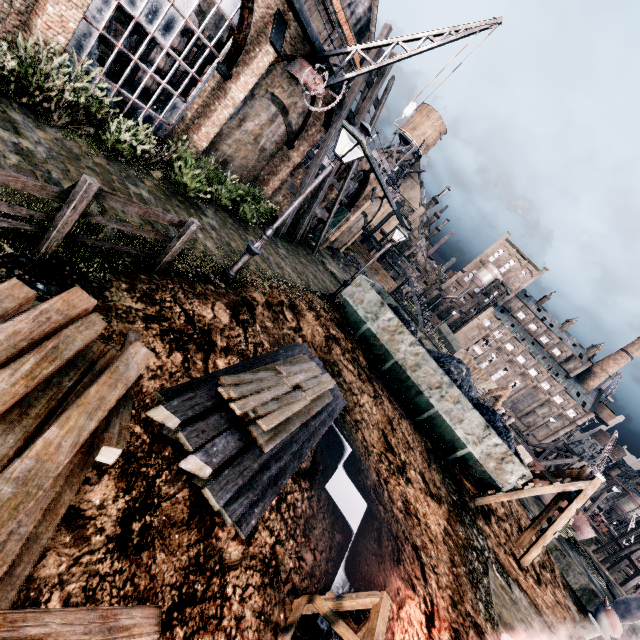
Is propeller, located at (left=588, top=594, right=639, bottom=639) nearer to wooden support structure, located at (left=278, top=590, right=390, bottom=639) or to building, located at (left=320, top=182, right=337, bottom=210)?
wooden support structure, located at (left=278, top=590, right=390, bottom=639)

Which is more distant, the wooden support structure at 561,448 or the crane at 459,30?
the wooden support structure at 561,448

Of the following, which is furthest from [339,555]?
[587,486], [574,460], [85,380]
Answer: [574,460]

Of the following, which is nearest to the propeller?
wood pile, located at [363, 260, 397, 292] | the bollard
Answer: the bollard

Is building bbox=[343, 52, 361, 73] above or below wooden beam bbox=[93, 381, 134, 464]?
above

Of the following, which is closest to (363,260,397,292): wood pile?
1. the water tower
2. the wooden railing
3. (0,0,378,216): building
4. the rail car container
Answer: (0,0,378,216): building

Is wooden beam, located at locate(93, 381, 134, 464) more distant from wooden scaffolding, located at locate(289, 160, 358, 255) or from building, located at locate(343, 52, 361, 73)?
wooden scaffolding, located at locate(289, 160, 358, 255)

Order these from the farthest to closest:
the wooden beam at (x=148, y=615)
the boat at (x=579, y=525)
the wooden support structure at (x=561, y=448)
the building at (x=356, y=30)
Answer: the wooden support structure at (x=561, y=448)
the boat at (x=579, y=525)
the building at (x=356, y=30)
the wooden beam at (x=148, y=615)
